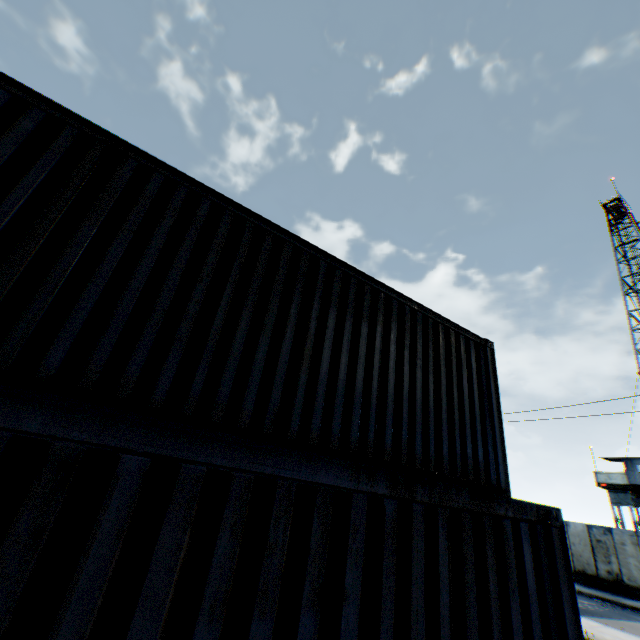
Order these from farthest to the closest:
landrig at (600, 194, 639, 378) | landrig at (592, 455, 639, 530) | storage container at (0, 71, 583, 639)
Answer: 1. landrig at (600, 194, 639, 378)
2. landrig at (592, 455, 639, 530)
3. storage container at (0, 71, 583, 639)

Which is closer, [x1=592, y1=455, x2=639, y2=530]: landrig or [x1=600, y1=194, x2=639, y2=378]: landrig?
[x1=592, y1=455, x2=639, y2=530]: landrig

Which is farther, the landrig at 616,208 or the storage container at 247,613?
the landrig at 616,208

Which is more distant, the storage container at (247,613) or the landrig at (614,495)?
the landrig at (614,495)

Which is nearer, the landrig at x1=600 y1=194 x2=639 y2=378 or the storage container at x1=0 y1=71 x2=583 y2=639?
the storage container at x1=0 y1=71 x2=583 y2=639

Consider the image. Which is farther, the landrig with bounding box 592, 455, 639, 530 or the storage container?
the landrig with bounding box 592, 455, 639, 530

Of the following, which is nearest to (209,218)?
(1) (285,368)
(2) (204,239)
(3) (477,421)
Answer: (2) (204,239)

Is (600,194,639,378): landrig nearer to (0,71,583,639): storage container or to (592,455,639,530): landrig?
→ (592,455,639,530): landrig
